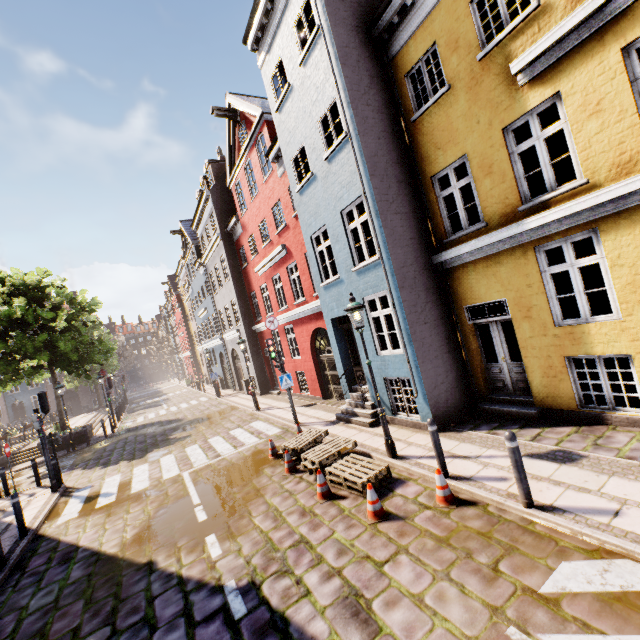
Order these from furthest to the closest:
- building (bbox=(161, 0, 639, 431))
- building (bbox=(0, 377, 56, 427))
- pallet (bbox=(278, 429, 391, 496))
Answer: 1. building (bbox=(0, 377, 56, 427))
2. pallet (bbox=(278, 429, 391, 496))
3. building (bbox=(161, 0, 639, 431))

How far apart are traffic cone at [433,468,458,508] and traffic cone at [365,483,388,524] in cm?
77

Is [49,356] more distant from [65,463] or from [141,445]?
[141,445]

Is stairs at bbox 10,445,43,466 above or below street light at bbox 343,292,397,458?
below

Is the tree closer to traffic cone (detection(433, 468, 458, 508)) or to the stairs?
the stairs

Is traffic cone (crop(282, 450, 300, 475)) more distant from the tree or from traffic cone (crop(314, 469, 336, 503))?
the tree

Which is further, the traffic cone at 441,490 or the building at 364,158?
the building at 364,158

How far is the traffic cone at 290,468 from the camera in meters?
8.1 m
